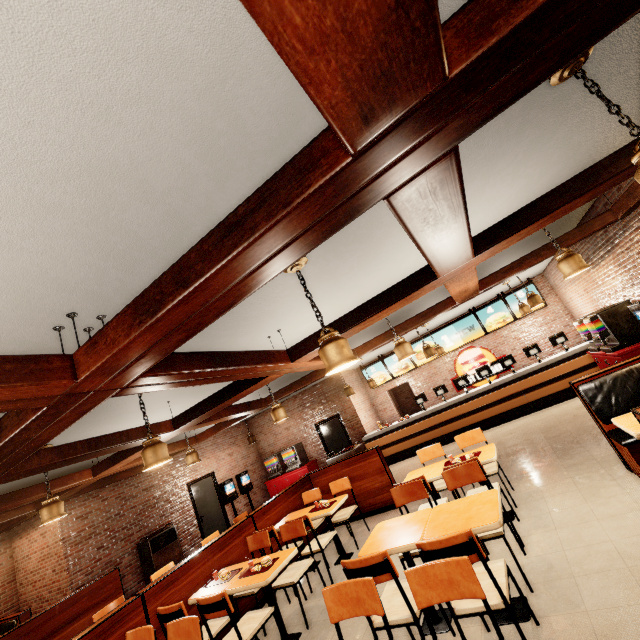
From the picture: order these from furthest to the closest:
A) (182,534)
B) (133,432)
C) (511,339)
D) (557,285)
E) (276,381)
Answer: (511,339) < (557,285) < (182,534) < (276,381) < (133,432)
